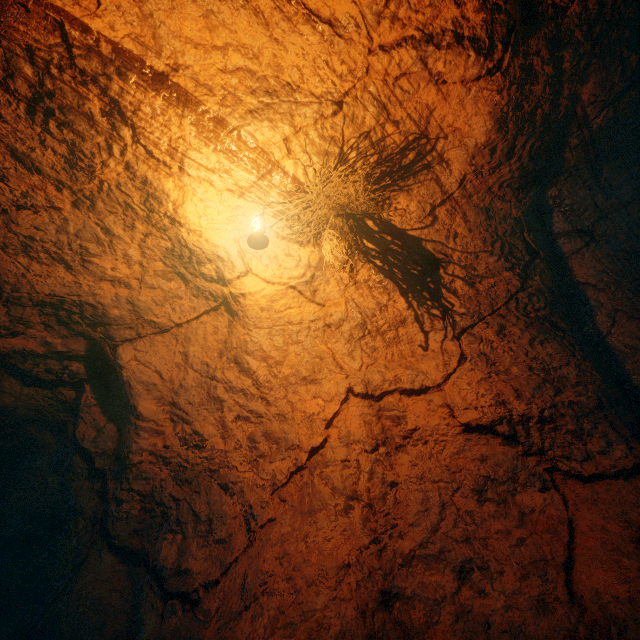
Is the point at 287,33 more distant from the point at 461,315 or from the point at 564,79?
the point at 461,315
